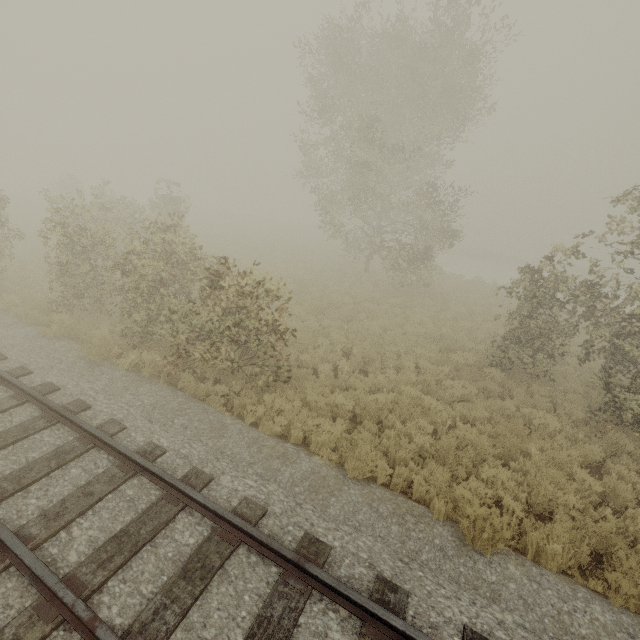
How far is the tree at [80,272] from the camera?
7.5 meters

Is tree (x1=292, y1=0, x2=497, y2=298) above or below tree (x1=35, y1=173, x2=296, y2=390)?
above

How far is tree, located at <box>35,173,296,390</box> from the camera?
7.5m

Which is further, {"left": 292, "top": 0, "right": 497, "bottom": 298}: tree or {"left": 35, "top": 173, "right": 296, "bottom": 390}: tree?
{"left": 292, "top": 0, "right": 497, "bottom": 298}: tree

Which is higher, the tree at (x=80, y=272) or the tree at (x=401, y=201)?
the tree at (x=401, y=201)

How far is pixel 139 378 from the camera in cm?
771
